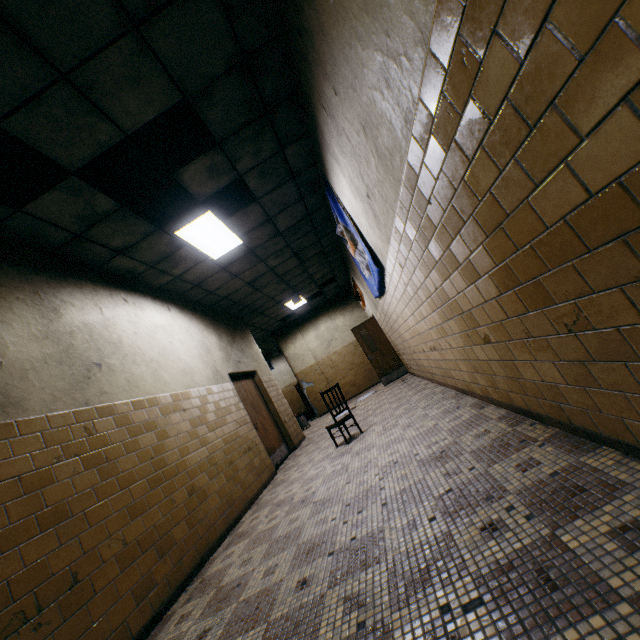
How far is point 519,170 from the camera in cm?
121

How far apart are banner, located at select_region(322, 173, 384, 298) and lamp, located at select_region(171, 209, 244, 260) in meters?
1.7

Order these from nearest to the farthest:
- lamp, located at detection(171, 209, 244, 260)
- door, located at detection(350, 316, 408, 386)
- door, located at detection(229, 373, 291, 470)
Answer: lamp, located at detection(171, 209, 244, 260) → door, located at detection(229, 373, 291, 470) → door, located at detection(350, 316, 408, 386)

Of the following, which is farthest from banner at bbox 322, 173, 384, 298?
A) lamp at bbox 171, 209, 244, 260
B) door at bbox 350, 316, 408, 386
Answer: door at bbox 350, 316, 408, 386

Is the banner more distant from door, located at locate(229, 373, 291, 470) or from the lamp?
door, located at locate(229, 373, 291, 470)

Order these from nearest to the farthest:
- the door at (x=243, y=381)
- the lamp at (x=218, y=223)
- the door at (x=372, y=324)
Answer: the lamp at (x=218, y=223)
the door at (x=243, y=381)
the door at (x=372, y=324)

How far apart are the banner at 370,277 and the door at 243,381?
3.6m

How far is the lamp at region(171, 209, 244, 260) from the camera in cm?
474
